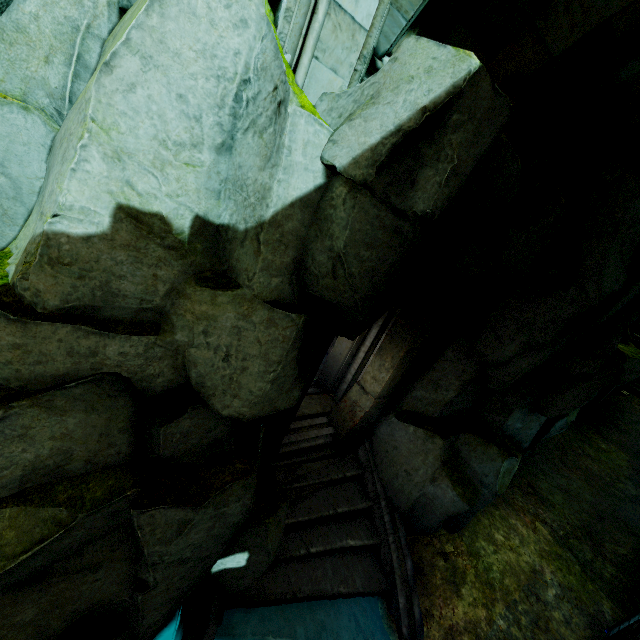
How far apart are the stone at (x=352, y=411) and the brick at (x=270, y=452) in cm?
165

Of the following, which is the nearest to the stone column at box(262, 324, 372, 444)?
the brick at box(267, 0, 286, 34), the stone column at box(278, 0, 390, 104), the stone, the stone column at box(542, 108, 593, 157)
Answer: the stone

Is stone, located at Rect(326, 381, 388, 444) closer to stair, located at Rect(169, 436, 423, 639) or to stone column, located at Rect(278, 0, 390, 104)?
stair, located at Rect(169, 436, 423, 639)

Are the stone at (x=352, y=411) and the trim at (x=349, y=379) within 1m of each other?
yes

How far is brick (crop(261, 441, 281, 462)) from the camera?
6.1m

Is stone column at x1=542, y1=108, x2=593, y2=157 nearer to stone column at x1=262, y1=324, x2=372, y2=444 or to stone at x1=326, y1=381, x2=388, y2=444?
stone column at x1=262, y1=324, x2=372, y2=444

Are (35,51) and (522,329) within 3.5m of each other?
no

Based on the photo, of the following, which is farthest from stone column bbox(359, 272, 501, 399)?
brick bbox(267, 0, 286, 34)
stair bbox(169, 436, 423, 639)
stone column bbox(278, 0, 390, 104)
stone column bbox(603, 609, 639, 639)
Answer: stone column bbox(603, 609, 639, 639)
